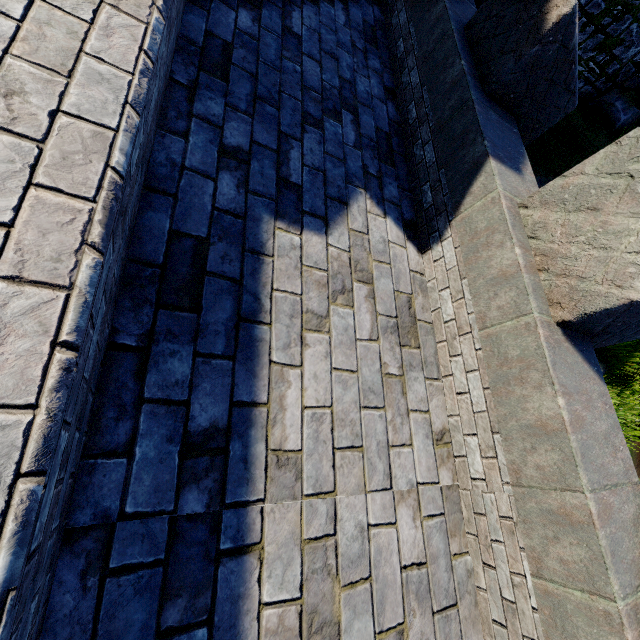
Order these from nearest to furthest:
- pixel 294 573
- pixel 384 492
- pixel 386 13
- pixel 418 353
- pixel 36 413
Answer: pixel 36 413 < pixel 294 573 < pixel 384 492 < pixel 418 353 < pixel 386 13
